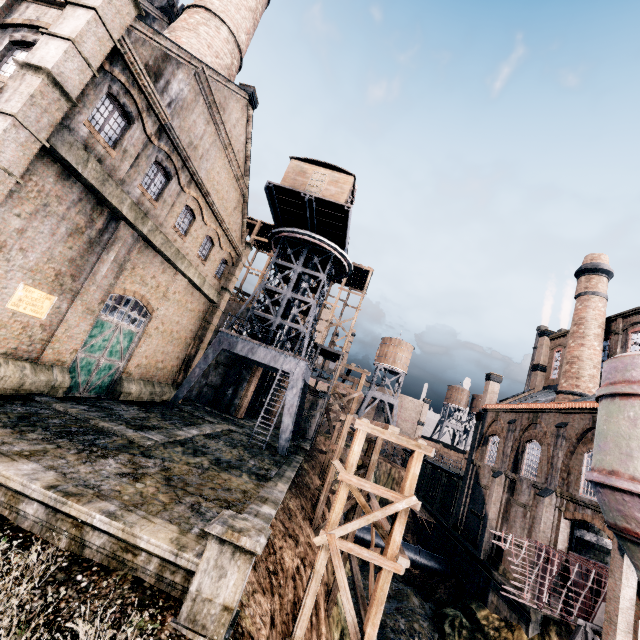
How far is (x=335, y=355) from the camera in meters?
42.5 m

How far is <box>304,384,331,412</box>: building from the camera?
37.72m

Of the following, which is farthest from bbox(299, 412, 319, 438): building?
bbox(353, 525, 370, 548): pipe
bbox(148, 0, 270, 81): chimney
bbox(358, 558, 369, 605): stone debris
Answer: bbox(358, 558, 369, 605): stone debris

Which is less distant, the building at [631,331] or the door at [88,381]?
the door at [88,381]

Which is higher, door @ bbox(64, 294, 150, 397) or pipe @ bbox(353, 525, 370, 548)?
door @ bbox(64, 294, 150, 397)

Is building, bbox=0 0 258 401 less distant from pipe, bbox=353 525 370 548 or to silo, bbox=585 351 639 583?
silo, bbox=585 351 639 583

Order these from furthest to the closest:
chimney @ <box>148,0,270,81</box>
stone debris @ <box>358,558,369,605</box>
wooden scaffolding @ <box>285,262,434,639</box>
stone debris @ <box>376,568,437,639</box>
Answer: stone debris @ <box>358,558,369,605</box> < chimney @ <box>148,0,270,81</box> < stone debris @ <box>376,568,437,639</box> < wooden scaffolding @ <box>285,262,434,639</box>

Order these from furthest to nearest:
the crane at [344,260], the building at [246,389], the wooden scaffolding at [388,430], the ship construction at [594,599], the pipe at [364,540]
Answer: the building at [246,389], the pipe at [364,540], the crane at [344,260], the ship construction at [594,599], the wooden scaffolding at [388,430]
